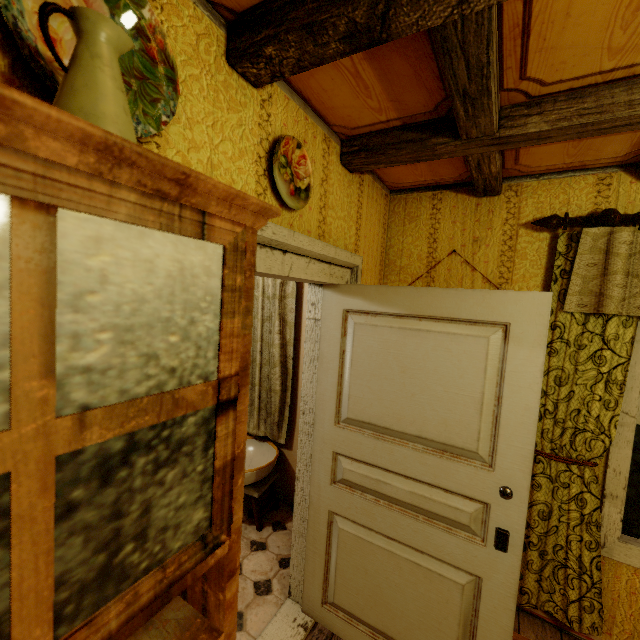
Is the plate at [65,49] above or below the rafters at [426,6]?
below

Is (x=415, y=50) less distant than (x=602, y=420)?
Yes

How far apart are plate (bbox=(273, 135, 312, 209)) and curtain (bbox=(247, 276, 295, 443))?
1.4 meters

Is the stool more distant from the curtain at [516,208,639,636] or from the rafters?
the rafters

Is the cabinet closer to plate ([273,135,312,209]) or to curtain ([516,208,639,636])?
plate ([273,135,312,209])

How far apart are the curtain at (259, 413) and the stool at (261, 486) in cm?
32

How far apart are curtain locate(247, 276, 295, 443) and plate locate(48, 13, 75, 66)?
2.0m

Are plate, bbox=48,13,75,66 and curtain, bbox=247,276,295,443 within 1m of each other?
no
